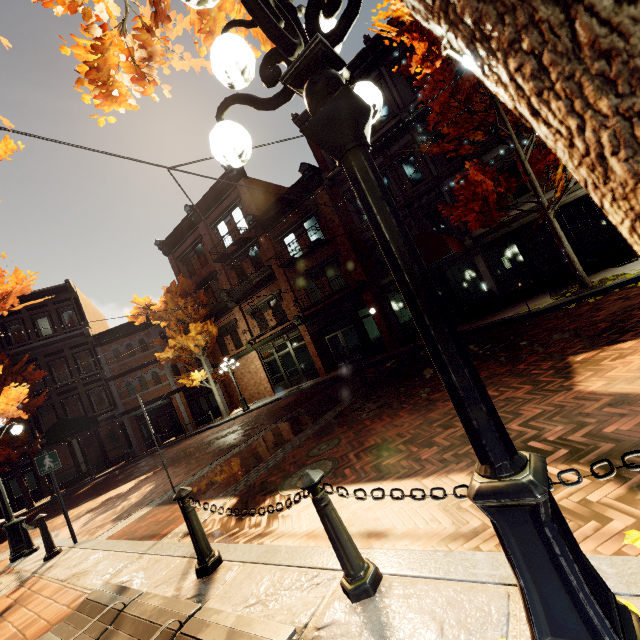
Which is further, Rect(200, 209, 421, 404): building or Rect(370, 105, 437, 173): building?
Rect(200, 209, 421, 404): building

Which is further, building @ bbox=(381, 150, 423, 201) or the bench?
building @ bbox=(381, 150, 423, 201)

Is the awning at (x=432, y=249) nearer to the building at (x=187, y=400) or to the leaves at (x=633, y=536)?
the building at (x=187, y=400)

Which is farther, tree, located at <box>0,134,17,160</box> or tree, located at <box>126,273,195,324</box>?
tree, located at <box>126,273,195,324</box>

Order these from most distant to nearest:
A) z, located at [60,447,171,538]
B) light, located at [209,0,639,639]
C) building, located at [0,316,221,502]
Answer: building, located at [0,316,221,502] < z, located at [60,447,171,538] < light, located at [209,0,639,639]

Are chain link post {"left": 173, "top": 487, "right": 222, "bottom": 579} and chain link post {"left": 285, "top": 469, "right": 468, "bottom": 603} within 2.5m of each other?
yes

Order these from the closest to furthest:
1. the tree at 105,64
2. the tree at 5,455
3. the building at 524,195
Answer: the tree at 105,64 → the building at 524,195 → the tree at 5,455

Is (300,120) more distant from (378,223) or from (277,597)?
(277,597)
